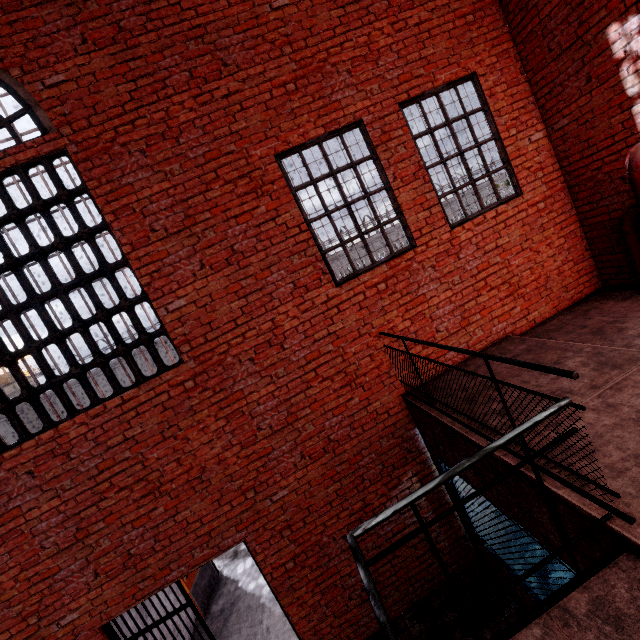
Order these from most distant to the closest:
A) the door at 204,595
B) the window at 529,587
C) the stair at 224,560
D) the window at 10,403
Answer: the stair at 224,560 → the door at 204,595 → the window at 10,403 → the window at 529,587

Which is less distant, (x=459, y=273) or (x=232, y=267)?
(x=232, y=267)

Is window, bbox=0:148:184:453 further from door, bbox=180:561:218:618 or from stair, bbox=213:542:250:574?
stair, bbox=213:542:250:574

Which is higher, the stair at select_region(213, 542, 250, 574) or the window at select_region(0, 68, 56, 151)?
the window at select_region(0, 68, 56, 151)

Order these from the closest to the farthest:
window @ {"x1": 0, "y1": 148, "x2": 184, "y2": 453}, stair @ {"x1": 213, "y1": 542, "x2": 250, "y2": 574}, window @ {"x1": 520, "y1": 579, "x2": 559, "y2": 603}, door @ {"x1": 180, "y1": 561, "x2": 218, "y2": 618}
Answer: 1. window @ {"x1": 520, "y1": 579, "x2": 559, "y2": 603}
2. window @ {"x1": 0, "y1": 148, "x2": 184, "y2": 453}
3. door @ {"x1": 180, "y1": 561, "x2": 218, "y2": 618}
4. stair @ {"x1": 213, "y1": 542, "x2": 250, "y2": 574}

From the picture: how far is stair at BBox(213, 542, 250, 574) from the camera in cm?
769

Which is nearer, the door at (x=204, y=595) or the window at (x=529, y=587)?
the window at (x=529, y=587)

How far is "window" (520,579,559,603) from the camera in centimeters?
337cm
